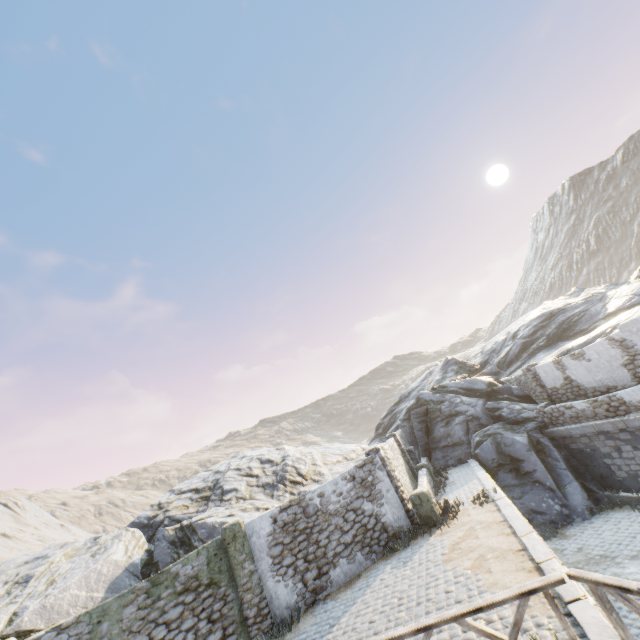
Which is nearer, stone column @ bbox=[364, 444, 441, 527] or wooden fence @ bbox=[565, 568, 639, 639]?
wooden fence @ bbox=[565, 568, 639, 639]

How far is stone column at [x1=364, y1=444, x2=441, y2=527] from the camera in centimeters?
1164cm

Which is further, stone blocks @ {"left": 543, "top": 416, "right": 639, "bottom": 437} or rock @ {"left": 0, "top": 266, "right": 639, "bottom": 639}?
stone blocks @ {"left": 543, "top": 416, "right": 639, "bottom": 437}

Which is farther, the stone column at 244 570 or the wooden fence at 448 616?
the stone column at 244 570

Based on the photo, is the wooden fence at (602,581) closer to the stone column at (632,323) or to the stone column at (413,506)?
the stone column at (413,506)

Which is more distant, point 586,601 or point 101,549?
point 101,549

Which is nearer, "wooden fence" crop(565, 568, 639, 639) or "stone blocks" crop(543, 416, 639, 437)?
"wooden fence" crop(565, 568, 639, 639)

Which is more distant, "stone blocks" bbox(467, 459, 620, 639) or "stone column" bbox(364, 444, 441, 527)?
"stone column" bbox(364, 444, 441, 527)
